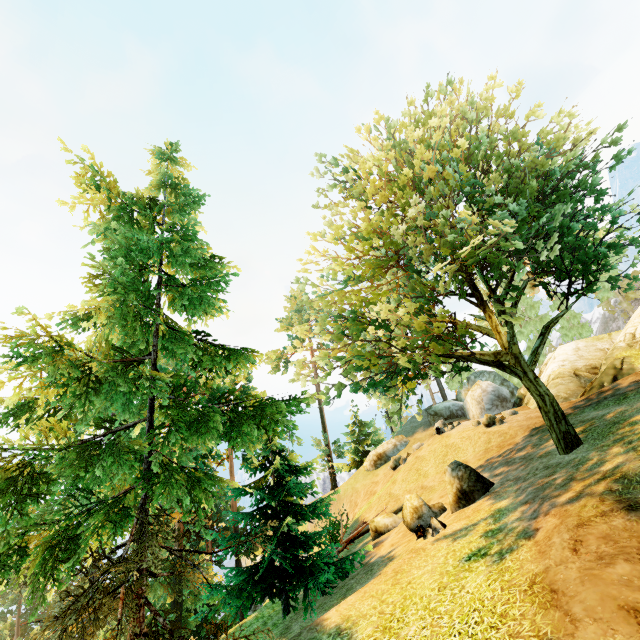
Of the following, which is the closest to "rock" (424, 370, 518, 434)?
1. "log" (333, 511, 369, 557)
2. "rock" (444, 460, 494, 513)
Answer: "log" (333, 511, 369, 557)

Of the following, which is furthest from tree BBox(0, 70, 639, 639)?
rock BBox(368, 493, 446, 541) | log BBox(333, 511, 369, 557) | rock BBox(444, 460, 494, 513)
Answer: rock BBox(444, 460, 494, 513)

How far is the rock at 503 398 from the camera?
26.1 meters

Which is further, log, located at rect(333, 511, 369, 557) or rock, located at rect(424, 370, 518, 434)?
rock, located at rect(424, 370, 518, 434)

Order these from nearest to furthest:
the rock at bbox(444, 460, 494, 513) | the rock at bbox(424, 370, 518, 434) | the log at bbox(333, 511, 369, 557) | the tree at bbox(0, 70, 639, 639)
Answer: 1. the tree at bbox(0, 70, 639, 639)
2. the rock at bbox(444, 460, 494, 513)
3. the log at bbox(333, 511, 369, 557)
4. the rock at bbox(424, 370, 518, 434)

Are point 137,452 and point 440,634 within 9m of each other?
yes

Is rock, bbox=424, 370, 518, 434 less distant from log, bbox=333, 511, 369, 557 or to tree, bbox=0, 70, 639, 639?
tree, bbox=0, 70, 639, 639

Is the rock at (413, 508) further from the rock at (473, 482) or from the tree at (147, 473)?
the tree at (147, 473)
